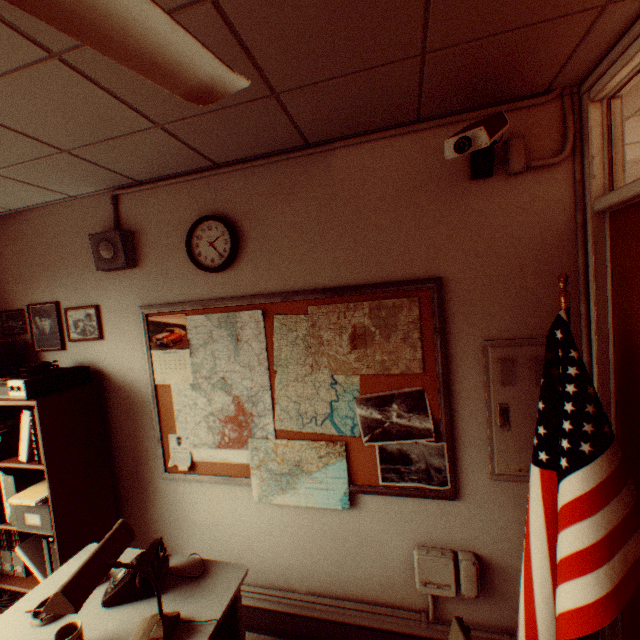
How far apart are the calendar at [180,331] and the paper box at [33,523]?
0.97m

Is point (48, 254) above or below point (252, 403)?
above

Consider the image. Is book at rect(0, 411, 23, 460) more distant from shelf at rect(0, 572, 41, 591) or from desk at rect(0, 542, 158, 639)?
desk at rect(0, 542, 158, 639)

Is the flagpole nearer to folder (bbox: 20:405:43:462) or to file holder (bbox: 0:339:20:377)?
folder (bbox: 20:405:43:462)

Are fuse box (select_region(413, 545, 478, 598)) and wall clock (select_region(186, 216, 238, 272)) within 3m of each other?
yes

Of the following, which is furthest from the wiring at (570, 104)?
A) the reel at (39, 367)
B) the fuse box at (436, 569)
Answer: the reel at (39, 367)

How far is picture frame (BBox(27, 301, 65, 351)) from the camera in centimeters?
280cm

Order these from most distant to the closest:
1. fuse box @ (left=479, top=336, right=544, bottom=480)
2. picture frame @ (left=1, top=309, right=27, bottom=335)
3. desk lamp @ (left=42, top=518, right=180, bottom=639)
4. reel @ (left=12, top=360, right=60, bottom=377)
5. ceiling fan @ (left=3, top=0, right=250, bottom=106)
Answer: picture frame @ (left=1, top=309, right=27, bottom=335), reel @ (left=12, top=360, right=60, bottom=377), fuse box @ (left=479, top=336, right=544, bottom=480), desk lamp @ (left=42, top=518, right=180, bottom=639), ceiling fan @ (left=3, top=0, right=250, bottom=106)
